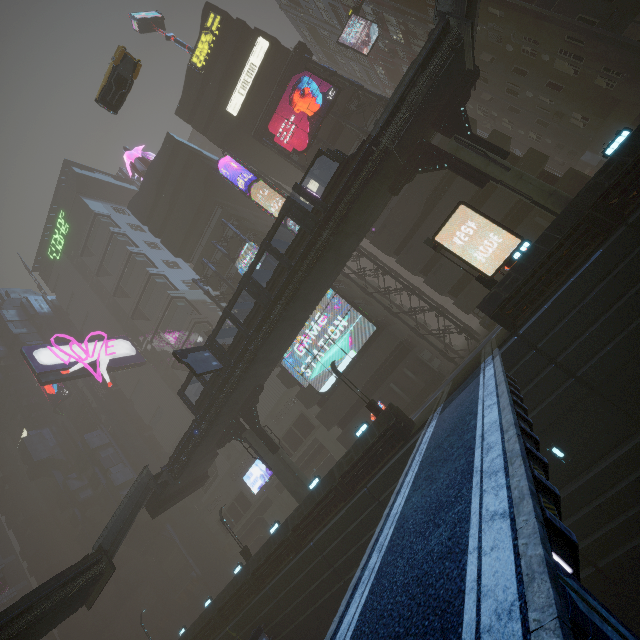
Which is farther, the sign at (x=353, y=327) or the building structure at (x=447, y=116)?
the sign at (x=353, y=327)

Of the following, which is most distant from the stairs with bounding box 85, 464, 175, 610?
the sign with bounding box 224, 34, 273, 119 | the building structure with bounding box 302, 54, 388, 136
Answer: the sign with bounding box 224, 34, 273, 119

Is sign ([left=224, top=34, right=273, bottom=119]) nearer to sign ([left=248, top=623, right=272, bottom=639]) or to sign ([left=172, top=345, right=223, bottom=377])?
sign ([left=172, top=345, right=223, bottom=377])

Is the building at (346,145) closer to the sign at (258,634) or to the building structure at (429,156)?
the sign at (258,634)

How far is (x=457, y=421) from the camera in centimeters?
1065cm

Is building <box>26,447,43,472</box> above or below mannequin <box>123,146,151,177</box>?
below

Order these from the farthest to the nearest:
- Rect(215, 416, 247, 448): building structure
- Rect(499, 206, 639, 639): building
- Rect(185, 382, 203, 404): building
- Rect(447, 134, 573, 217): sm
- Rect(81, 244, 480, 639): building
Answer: Rect(185, 382, 203, 404): building, Rect(215, 416, 247, 448): building structure, Rect(81, 244, 480, 639): building, Rect(447, 134, 573, 217): sm, Rect(499, 206, 639, 639): building

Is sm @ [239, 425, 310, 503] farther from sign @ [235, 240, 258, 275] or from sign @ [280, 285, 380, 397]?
sign @ [235, 240, 258, 275]
